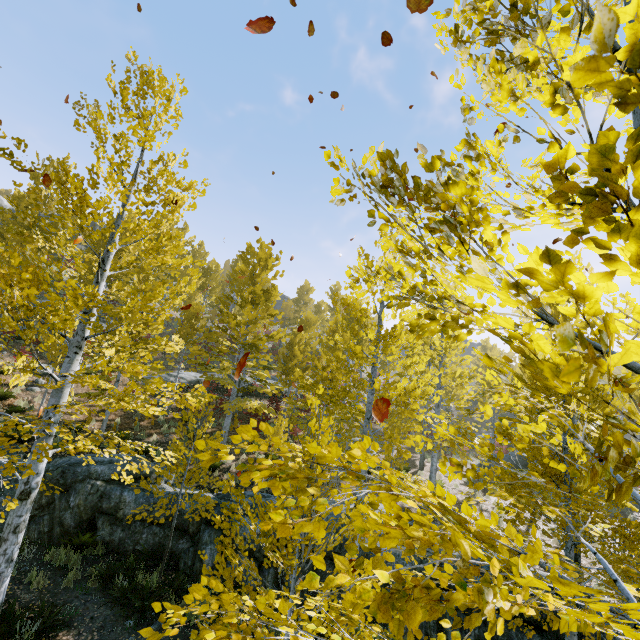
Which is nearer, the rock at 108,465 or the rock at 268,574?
the rock at 268,574

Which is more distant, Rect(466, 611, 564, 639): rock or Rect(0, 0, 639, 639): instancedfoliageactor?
Rect(466, 611, 564, 639): rock

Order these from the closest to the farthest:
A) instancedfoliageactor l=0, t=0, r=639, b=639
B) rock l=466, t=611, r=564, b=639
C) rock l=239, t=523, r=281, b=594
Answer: instancedfoliageactor l=0, t=0, r=639, b=639, rock l=466, t=611, r=564, b=639, rock l=239, t=523, r=281, b=594

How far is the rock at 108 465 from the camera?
9.4 meters

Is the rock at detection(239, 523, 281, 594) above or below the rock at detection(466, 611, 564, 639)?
below

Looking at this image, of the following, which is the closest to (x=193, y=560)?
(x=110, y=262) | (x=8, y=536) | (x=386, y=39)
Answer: (x=8, y=536)

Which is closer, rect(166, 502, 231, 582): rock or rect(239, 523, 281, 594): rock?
rect(239, 523, 281, 594): rock
